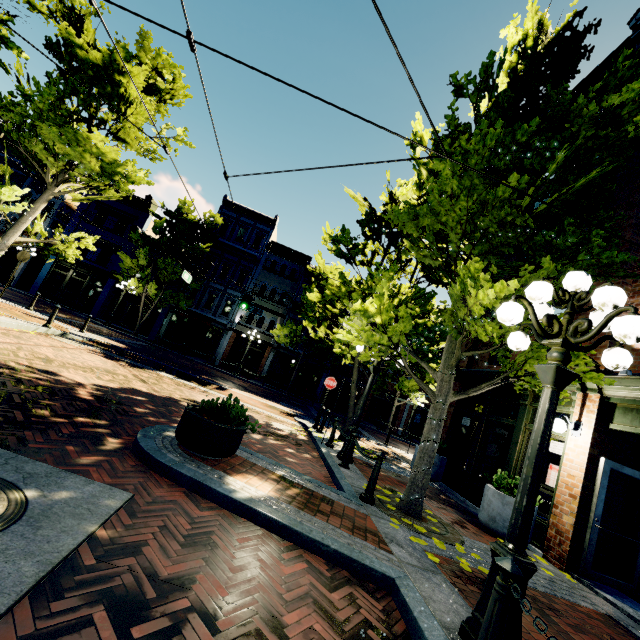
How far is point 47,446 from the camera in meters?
3.7 m

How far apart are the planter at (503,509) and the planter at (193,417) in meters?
5.7 m

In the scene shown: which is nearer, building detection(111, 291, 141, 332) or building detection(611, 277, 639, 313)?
building detection(611, 277, 639, 313)

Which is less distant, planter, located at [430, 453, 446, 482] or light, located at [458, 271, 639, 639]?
light, located at [458, 271, 639, 639]

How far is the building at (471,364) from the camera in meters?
10.1 m

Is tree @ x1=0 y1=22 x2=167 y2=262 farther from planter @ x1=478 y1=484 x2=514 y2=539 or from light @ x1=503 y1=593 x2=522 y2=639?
planter @ x1=478 y1=484 x2=514 y2=539

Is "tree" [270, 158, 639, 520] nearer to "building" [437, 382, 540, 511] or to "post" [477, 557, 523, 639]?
"building" [437, 382, 540, 511]

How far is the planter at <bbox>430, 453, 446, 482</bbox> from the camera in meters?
10.3 m
